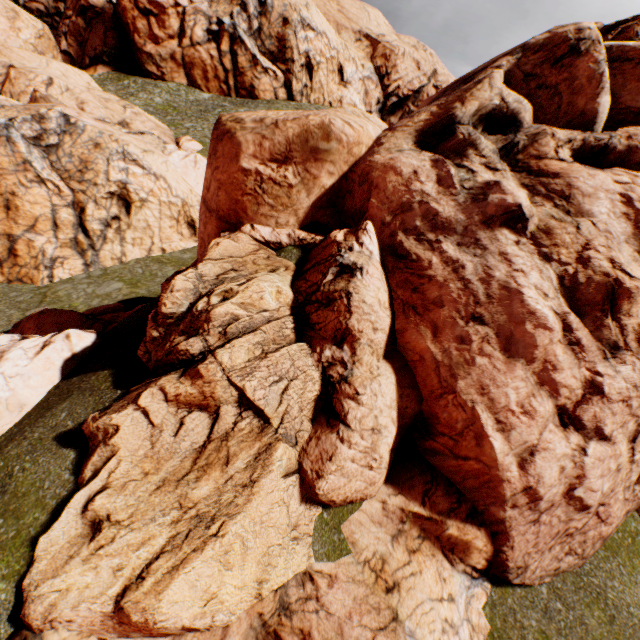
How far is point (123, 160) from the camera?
18.4m

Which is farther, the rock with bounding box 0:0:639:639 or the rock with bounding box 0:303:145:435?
the rock with bounding box 0:303:145:435

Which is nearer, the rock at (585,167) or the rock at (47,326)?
the rock at (585,167)
